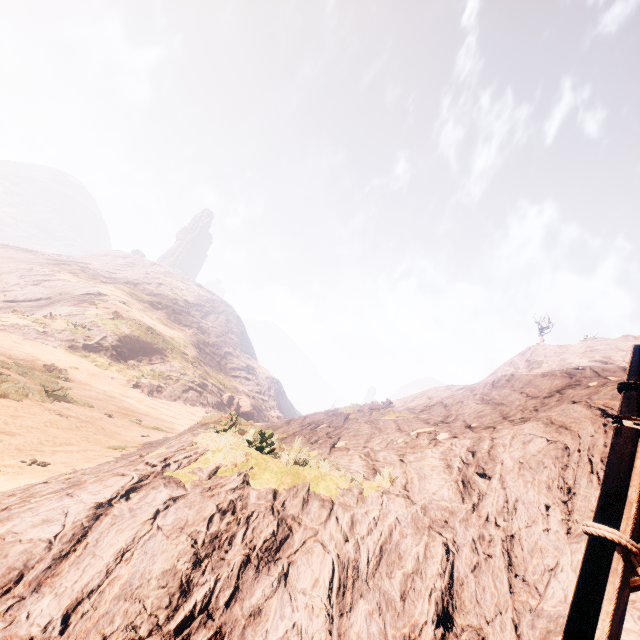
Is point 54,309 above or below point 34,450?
above

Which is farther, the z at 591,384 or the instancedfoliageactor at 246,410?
the instancedfoliageactor at 246,410

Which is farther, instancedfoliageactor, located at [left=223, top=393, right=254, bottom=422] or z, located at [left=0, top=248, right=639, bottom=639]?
instancedfoliageactor, located at [left=223, top=393, right=254, bottom=422]

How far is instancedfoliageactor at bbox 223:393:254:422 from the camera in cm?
4108

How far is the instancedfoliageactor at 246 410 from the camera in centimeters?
4108cm
